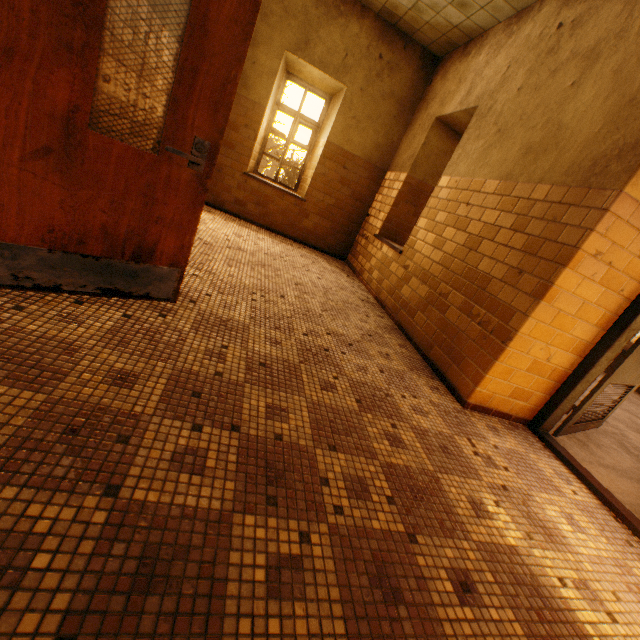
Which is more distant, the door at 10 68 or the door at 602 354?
the door at 602 354

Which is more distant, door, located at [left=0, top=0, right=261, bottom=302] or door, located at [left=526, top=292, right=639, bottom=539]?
door, located at [left=526, top=292, right=639, bottom=539]

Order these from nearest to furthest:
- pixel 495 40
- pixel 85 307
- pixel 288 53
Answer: pixel 85 307
pixel 495 40
pixel 288 53
